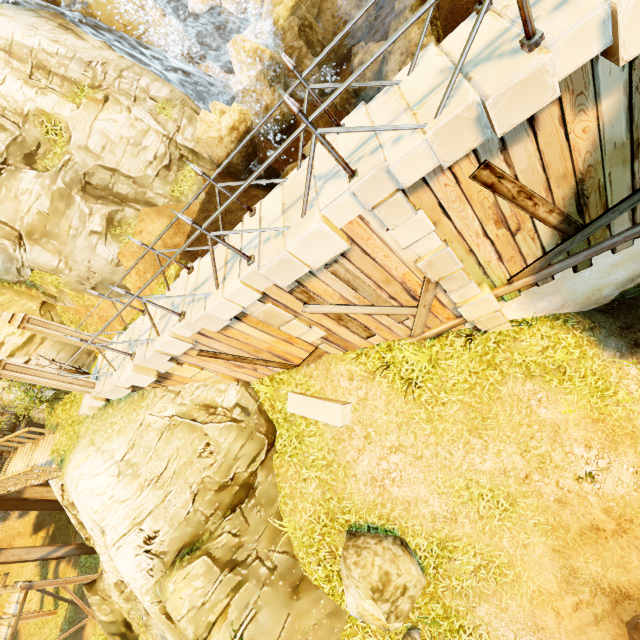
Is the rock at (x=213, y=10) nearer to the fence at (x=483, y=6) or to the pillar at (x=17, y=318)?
the pillar at (x=17, y=318)

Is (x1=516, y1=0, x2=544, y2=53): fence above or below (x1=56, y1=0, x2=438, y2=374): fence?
below

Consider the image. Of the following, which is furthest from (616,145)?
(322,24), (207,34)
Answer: (207,34)

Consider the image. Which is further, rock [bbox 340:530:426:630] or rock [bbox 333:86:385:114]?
rock [bbox 333:86:385:114]

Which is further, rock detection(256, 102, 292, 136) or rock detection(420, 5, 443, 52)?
rock detection(256, 102, 292, 136)

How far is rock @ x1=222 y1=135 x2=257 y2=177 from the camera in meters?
12.8

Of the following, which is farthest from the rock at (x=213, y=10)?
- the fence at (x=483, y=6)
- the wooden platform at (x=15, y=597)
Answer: the wooden platform at (x=15, y=597)

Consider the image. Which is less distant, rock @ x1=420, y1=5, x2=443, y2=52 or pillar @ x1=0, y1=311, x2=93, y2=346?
pillar @ x1=0, y1=311, x2=93, y2=346
